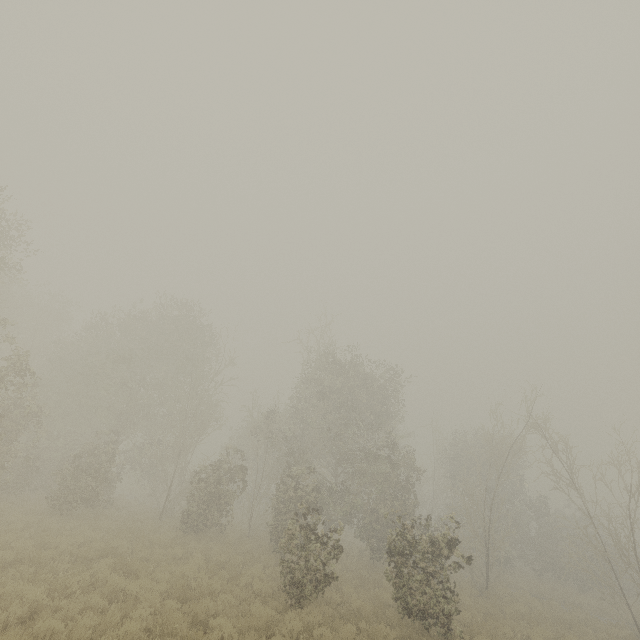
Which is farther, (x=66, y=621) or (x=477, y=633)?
(x=477, y=633)
